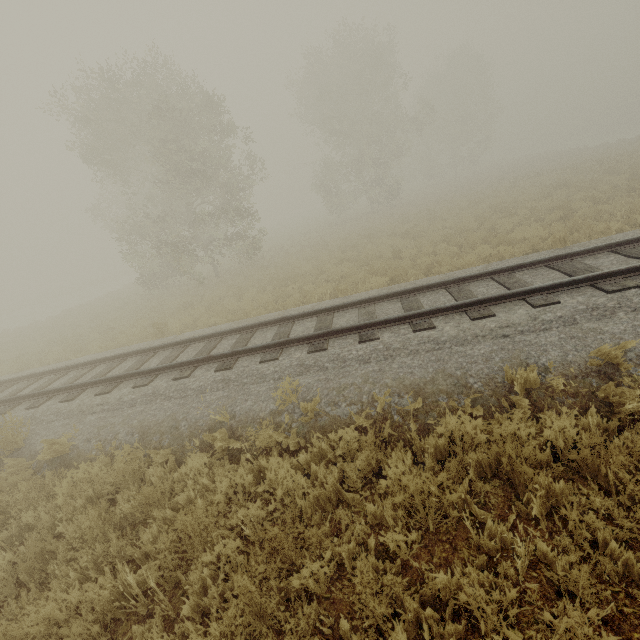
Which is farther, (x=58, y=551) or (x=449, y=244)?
(x=449, y=244)

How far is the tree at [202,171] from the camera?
15.9 meters

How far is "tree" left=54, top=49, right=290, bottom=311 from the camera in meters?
15.9 m
